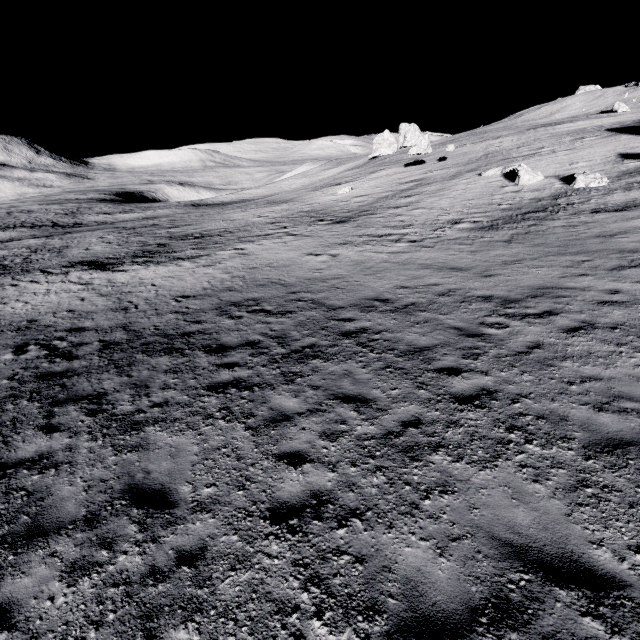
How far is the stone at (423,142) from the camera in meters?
37.1

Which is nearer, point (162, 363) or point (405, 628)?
point (405, 628)

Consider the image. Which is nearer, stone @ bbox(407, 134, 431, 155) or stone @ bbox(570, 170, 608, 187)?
stone @ bbox(570, 170, 608, 187)

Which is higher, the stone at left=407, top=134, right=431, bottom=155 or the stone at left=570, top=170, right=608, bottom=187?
the stone at left=407, top=134, right=431, bottom=155

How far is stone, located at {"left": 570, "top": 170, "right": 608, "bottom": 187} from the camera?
19.6 meters

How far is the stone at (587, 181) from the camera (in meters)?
19.60

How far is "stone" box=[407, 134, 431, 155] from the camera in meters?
37.1
